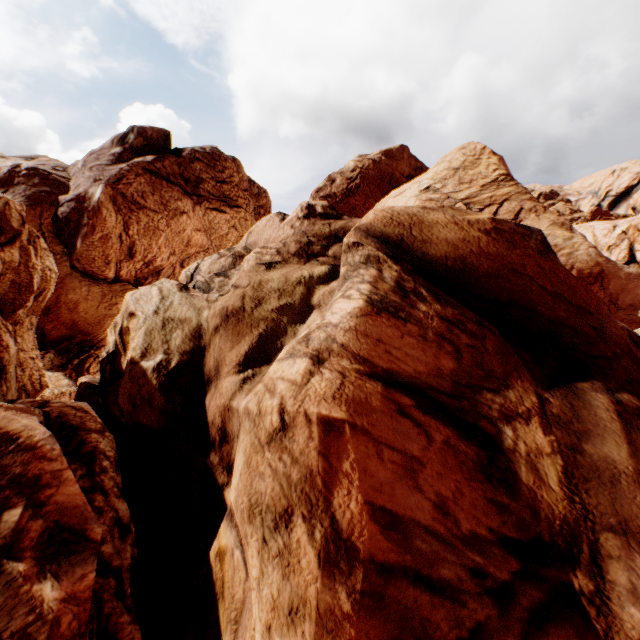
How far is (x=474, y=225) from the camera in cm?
698
